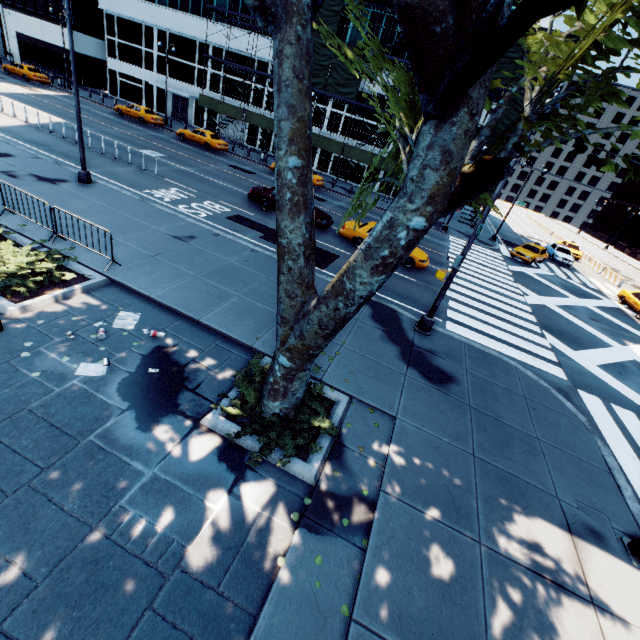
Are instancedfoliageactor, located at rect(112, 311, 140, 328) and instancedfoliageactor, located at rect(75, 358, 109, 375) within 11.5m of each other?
yes

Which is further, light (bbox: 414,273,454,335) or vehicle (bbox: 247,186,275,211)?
vehicle (bbox: 247,186,275,211)

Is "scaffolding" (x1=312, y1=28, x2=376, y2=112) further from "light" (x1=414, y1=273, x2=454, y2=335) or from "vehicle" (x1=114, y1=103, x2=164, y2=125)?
"light" (x1=414, y1=273, x2=454, y2=335)

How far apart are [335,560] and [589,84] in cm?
816

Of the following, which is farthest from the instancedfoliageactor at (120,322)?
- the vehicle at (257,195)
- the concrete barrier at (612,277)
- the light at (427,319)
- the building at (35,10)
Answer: the building at (35,10)

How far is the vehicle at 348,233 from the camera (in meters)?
17.77

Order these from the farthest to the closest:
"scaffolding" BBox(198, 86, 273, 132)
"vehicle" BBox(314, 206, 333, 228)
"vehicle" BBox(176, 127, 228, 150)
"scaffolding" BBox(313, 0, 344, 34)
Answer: "scaffolding" BBox(198, 86, 273, 132) → "vehicle" BBox(176, 127, 228, 150) → "scaffolding" BBox(313, 0, 344, 34) → "vehicle" BBox(314, 206, 333, 228)

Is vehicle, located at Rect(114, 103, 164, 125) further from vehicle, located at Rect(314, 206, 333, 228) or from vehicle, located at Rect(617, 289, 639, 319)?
vehicle, located at Rect(617, 289, 639, 319)
